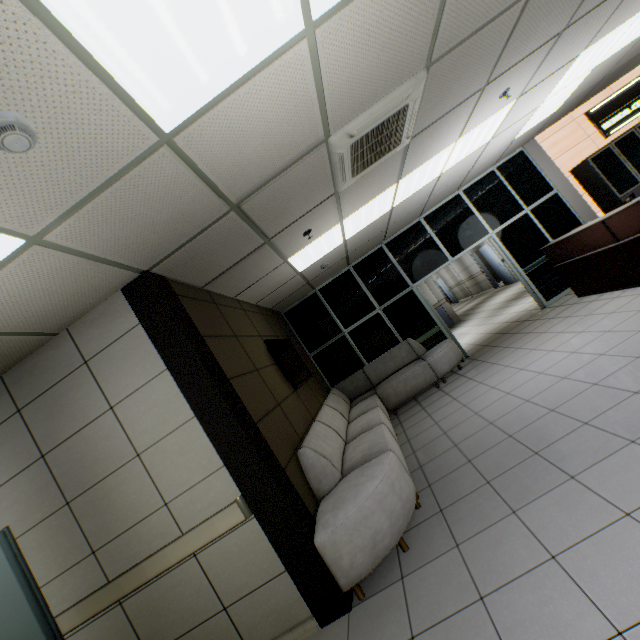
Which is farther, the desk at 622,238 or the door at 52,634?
the desk at 622,238

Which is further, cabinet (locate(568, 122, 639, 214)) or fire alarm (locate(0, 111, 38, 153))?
cabinet (locate(568, 122, 639, 214))

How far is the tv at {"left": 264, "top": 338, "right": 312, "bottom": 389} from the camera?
4.68m

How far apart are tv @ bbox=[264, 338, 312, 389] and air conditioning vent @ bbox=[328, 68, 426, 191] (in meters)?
2.26

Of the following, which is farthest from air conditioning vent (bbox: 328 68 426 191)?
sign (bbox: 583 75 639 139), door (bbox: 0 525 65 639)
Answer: sign (bbox: 583 75 639 139)

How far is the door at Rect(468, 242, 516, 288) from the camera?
13.4m

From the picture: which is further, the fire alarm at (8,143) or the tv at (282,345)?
the tv at (282,345)

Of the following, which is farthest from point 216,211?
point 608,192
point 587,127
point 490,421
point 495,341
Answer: point 587,127
